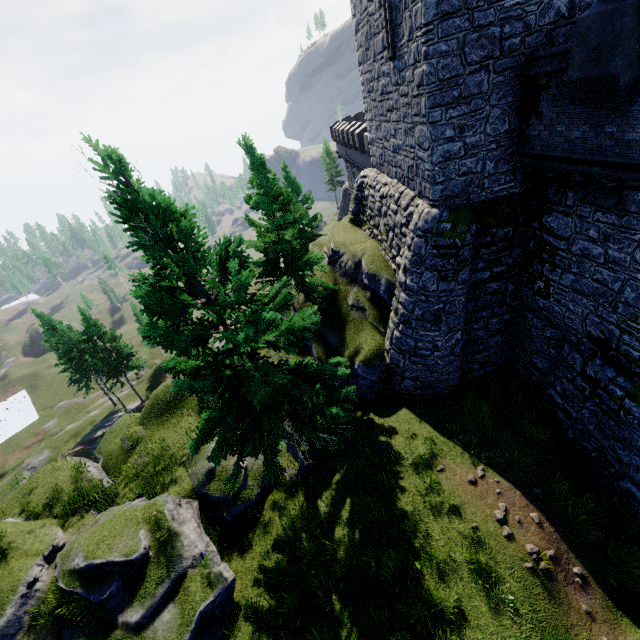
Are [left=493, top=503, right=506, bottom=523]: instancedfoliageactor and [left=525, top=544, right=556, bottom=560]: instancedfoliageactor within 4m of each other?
yes

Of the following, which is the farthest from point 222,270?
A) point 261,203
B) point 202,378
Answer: point 261,203

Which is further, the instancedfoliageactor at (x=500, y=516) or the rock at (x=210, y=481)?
the rock at (x=210, y=481)

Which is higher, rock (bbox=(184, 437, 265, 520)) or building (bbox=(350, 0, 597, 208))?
building (bbox=(350, 0, 597, 208))

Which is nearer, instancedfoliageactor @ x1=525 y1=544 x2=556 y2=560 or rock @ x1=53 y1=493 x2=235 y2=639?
instancedfoliageactor @ x1=525 y1=544 x2=556 y2=560

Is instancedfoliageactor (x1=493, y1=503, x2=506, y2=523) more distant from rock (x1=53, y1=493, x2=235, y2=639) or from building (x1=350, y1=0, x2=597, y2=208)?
building (x1=350, y1=0, x2=597, y2=208)

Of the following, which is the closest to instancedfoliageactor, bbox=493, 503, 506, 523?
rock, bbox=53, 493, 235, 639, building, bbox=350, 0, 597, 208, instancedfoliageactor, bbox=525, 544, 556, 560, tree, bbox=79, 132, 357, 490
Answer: instancedfoliageactor, bbox=525, 544, 556, 560

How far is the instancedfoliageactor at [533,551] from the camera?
8.7 meters
